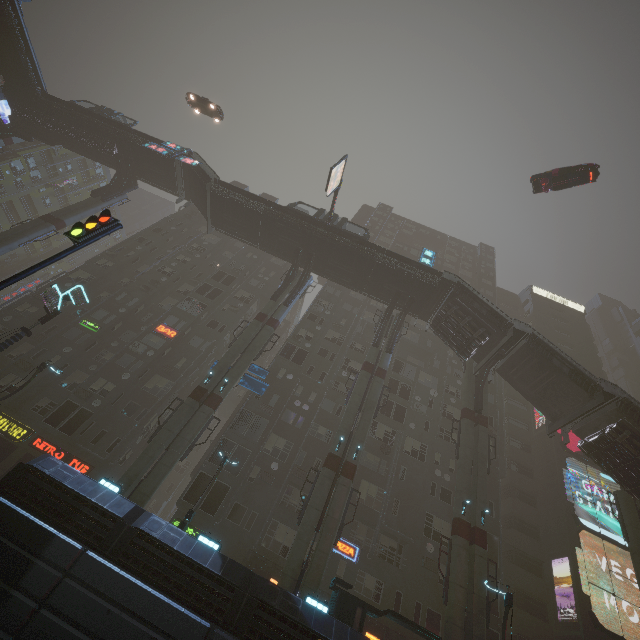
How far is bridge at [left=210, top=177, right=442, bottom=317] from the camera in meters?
29.7

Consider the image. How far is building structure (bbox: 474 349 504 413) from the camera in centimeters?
2717cm

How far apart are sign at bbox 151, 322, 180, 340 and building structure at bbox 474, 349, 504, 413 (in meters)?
28.51

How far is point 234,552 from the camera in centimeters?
2281cm

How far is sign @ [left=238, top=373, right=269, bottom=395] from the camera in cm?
2562

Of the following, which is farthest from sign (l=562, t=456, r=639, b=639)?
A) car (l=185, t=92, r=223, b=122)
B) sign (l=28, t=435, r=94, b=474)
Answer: sign (l=28, t=435, r=94, b=474)

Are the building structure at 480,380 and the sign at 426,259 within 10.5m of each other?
yes

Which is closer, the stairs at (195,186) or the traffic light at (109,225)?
the traffic light at (109,225)
